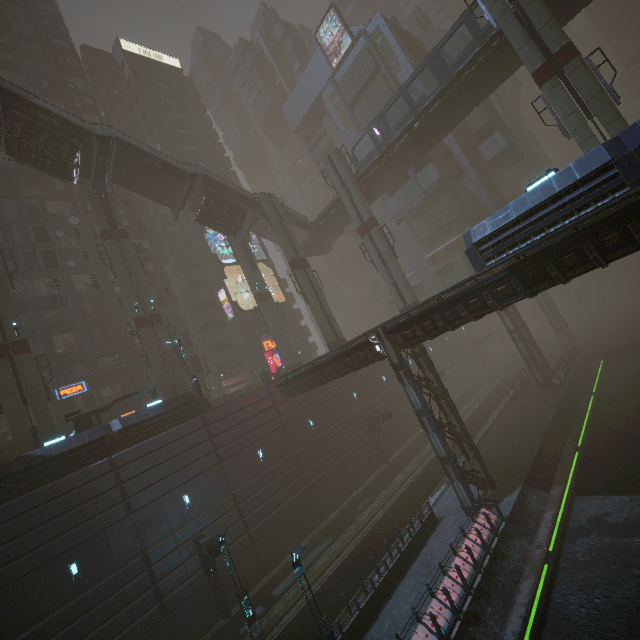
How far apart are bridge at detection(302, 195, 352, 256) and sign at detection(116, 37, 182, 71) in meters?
39.5 m

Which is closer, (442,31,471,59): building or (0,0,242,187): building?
(0,0,242,187): building

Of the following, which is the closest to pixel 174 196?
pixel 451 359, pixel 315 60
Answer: pixel 315 60

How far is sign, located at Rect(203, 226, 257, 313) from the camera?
42.0m

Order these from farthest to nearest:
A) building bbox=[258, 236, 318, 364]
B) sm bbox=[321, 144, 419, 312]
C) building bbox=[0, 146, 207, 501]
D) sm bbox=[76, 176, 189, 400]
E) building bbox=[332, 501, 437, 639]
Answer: building bbox=[258, 236, 318, 364] < sm bbox=[321, 144, 419, 312] < sm bbox=[76, 176, 189, 400] < building bbox=[0, 146, 207, 501] < building bbox=[332, 501, 437, 639]

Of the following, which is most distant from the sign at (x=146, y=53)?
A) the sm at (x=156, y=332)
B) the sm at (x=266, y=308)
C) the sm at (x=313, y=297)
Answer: the sm at (x=313, y=297)

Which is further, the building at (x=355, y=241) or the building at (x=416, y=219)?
the building at (x=355, y=241)

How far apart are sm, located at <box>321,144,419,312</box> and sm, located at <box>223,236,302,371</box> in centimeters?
1210cm
